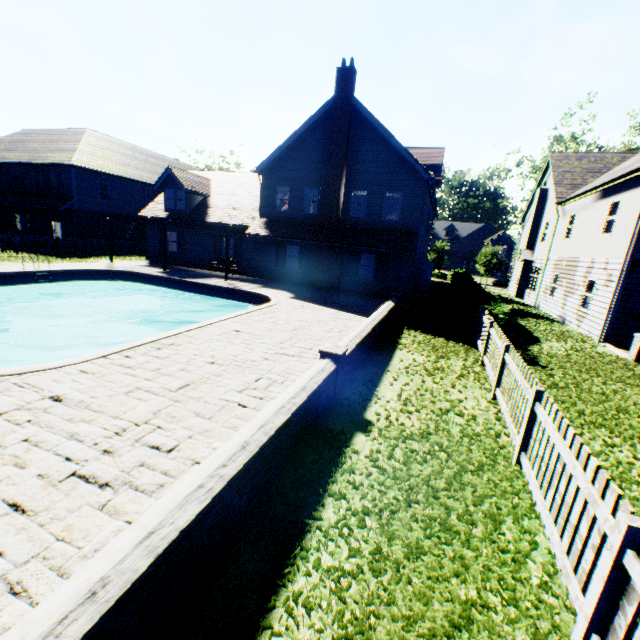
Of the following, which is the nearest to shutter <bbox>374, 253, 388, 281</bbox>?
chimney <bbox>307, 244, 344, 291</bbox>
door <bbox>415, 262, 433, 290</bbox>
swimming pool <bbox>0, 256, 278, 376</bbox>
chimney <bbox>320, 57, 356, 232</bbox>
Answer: chimney <bbox>307, 244, 344, 291</bbox>

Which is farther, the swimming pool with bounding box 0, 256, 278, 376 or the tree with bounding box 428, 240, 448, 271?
the tree with bounding box 428, 240, 448, 271

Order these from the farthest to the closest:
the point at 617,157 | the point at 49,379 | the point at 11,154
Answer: the point at 11,154 < the point at 617,157 < the point at 49,379

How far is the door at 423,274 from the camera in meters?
24.8

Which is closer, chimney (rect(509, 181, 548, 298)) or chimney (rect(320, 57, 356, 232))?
chimney (rect(320, 57, 356, 232))

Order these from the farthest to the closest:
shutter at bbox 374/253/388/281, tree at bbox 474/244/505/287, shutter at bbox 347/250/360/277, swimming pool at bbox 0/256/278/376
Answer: tree at bbox 474/244/505/287 → shutter at bbox 347/250/360/277 → shutter at bbox 374/253/388/281 → swimming pool at bbox 0/256/278/376

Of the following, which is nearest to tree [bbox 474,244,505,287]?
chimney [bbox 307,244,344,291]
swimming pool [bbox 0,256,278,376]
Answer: swimming pool [bbox 0,256,278,376]

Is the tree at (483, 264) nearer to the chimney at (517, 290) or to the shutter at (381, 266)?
the chimney at (517, 290)
